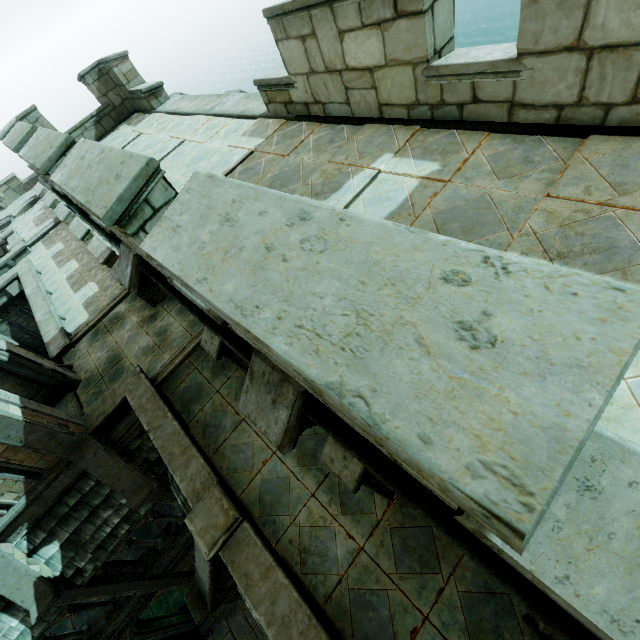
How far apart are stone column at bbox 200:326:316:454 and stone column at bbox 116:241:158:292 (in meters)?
2.52

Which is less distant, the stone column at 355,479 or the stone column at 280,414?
the stone column at 280,414

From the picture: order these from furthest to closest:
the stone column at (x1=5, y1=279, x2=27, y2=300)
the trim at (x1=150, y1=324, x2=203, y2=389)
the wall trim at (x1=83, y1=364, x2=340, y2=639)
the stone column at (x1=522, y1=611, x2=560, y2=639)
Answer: the stone column at (x1=5, y1=279, x2=27, y2=300) < the trim at (x1=150, y1=324, x2=203, y2=389) < the wall trim at (x1=83, y1=364, x2=340, y2=639) < the stone column at (x1=522, y1=611, x2=560, y2=639)

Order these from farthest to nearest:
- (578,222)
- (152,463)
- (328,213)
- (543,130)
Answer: (152,463) → (543,130) → (578,222) → (328,213)

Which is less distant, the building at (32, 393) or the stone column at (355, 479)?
the stone column at (355, 479)

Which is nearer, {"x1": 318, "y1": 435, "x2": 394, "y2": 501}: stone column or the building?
{"x1": 318, "y1": 435, "x2": 394, "y2": 501}: stone column

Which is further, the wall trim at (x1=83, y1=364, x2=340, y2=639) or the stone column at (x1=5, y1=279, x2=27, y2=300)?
the stone column at (x1=5, y1=279, x2=27, y2=300)

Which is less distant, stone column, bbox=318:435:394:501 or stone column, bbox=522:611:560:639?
stone column, bbox=522:611:560:639
